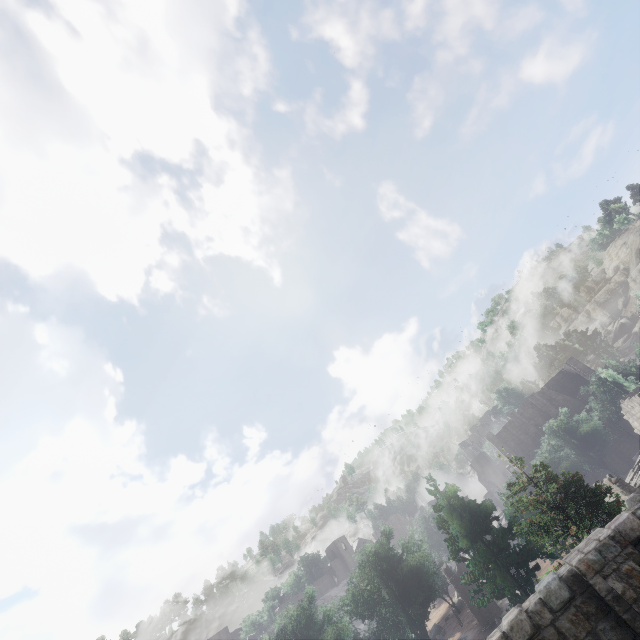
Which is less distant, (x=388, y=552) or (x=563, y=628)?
(x=563, y=628)

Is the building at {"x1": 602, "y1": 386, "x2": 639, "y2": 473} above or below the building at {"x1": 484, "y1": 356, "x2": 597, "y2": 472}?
below

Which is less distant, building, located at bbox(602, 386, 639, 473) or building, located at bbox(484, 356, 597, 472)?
building, located at bbox(602, 386, 639, 473)

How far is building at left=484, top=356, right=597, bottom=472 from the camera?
48.5 meters

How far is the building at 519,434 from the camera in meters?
48.5 m

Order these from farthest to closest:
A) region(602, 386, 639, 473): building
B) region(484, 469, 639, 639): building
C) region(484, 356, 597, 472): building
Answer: region(484, 356, 597, 472): building, region(602, 386, 639, 473): building, region(484, 469, 639, 639): building

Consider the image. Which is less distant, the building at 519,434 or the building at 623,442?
the building at 623,442
